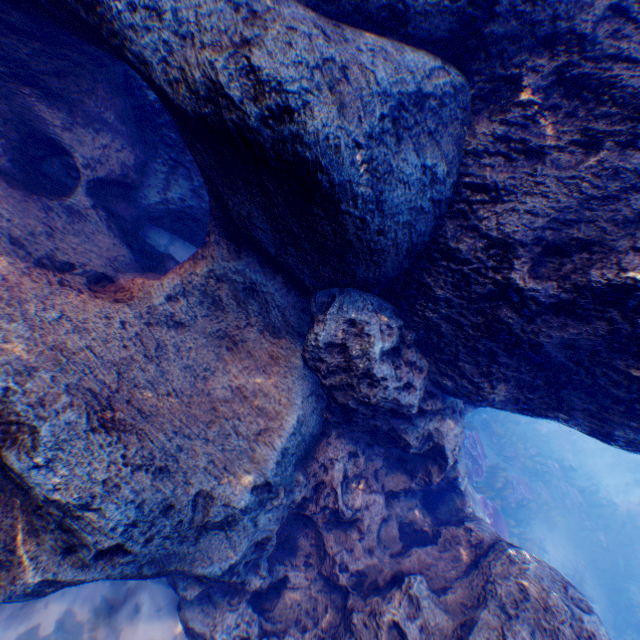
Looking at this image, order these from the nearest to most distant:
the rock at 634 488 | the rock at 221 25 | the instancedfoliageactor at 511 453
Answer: the rock at 221 25 → the instancedfoliageactor at 511 453 → the rock at 634 488

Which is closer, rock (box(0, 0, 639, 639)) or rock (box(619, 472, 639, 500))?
rock (box(0, 0, 639, 639))

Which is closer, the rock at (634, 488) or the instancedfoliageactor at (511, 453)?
the instancedfoliageactor at (511, 453)

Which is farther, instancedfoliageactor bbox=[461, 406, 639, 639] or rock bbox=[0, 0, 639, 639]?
instancedfoliageactor bbox=[461, 406, 639, 639]

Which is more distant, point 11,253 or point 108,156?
point 108,156

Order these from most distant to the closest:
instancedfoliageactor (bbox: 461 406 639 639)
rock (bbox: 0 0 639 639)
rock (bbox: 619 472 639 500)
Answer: rock (bbox: 619 472 639 500)
instancedfoliageactor (bbox: 461 406 639 639)
rock (bbox: 0 0 639 639)
